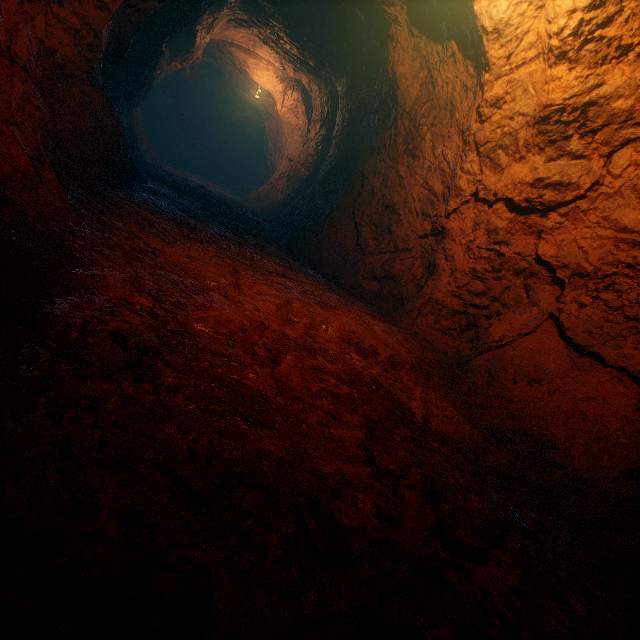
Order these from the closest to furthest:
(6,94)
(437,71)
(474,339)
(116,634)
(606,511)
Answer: (116,634), (606,511), (6,94), (474,339), (437,71)
